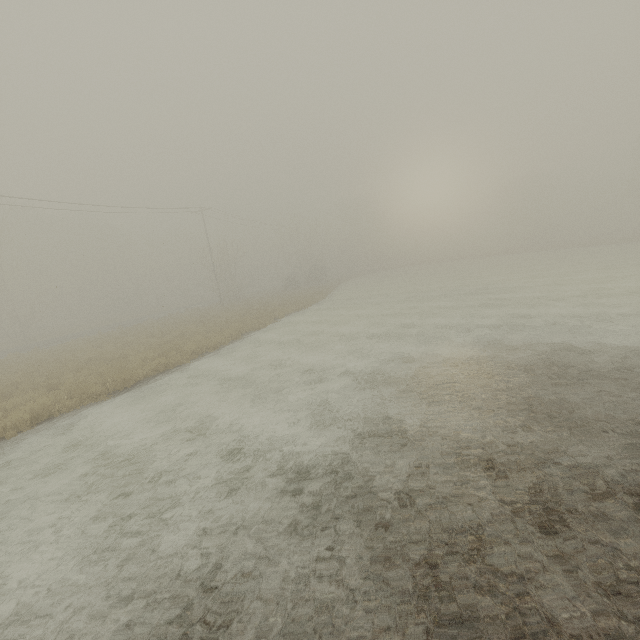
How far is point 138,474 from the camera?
7.10m
